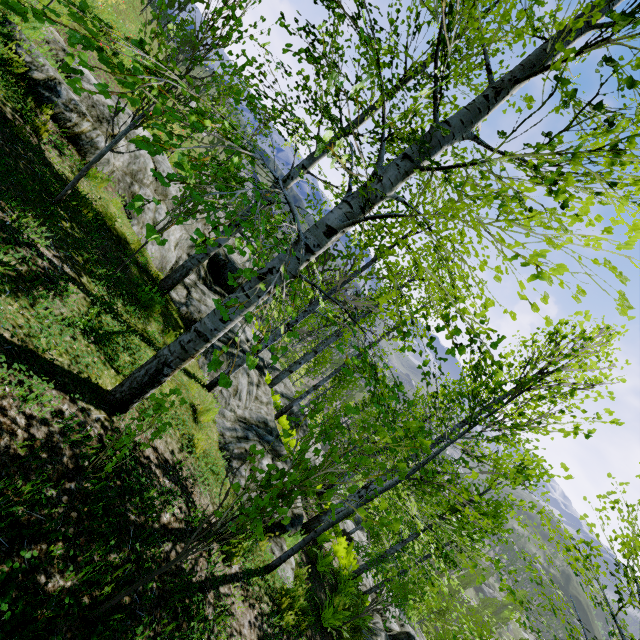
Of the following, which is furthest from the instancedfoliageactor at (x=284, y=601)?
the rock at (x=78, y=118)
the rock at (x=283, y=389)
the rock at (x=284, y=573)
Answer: the rock at (x=283, y=389)

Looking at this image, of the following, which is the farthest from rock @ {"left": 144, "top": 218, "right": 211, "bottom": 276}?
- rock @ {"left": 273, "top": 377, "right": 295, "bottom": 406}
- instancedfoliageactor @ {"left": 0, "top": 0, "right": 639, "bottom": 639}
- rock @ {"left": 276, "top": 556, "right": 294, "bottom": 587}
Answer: rock @ {"left": 273, "top": 377, "right": 295, "bottom": 406}

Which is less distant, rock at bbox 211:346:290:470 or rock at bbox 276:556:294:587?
rock at bbox 276:556:294:587

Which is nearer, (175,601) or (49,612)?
(49,612)

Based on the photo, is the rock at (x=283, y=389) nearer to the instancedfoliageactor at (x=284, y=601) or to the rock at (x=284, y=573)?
the rock at (x=284, y=573)

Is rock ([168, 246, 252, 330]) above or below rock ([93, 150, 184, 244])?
below

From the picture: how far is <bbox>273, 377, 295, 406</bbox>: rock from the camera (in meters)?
22.38

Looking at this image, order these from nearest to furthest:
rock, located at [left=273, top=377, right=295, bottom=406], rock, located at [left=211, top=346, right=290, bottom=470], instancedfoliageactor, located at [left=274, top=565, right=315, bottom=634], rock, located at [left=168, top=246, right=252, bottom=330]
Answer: instancedfoliageactor, located at [left=274, top=565, right=315, bottom=634] < rock, located at [left=211, top=346, right=290, bottom=470] < rock, located at [left=168, top=246, right=252, bottom=330] < rock, located at [left=273, top=377, right=295, bottom=406]
